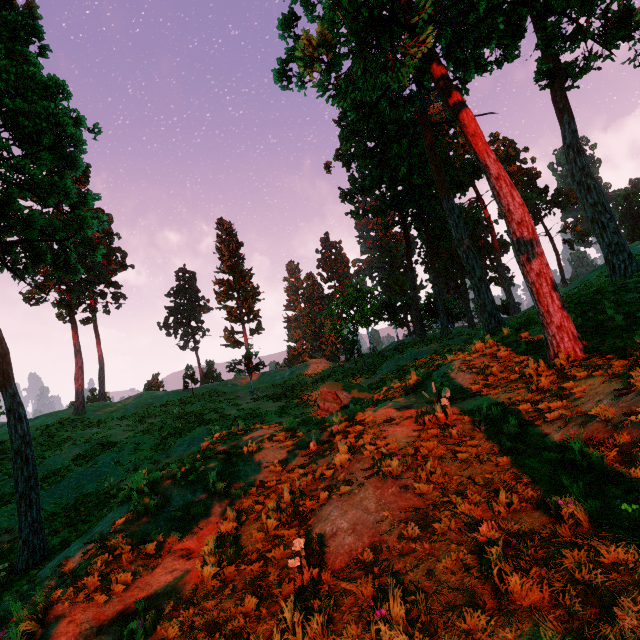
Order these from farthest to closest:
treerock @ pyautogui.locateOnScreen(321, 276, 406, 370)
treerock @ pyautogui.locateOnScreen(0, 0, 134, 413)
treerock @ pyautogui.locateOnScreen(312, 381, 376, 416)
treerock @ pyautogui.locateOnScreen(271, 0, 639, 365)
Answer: treerock @ pyautogui.locateOnScreen(321, 276, 406, 370)
treerock @ pyautogui.locateOnScreen(312, 381, 376, 416)
treerock @ pyautogui.locateOnScreen(0, 0, 134, 413)
treerock @ pyautogui.locateOnScreen(271, 0, 639, 365)

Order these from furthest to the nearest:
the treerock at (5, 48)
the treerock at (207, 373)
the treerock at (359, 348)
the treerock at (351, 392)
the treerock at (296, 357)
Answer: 1. the treerock at (296, 357)
2. the treerock at (207, 373)
3. the treerock at (359, 348)
4. the treerock at (351, 392)
5. the treerock at (5, 48)

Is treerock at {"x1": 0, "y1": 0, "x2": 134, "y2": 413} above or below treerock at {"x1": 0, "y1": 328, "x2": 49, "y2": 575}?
above

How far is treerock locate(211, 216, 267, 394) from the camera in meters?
34.8 m

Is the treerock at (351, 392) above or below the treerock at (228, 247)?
below

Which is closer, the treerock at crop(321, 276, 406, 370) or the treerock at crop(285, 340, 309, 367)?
the treerock at crop(321, 276, 406, 370)

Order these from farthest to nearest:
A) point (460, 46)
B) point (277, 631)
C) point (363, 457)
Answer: point (460, 46) < point (363, 457) < point (277, 631)
